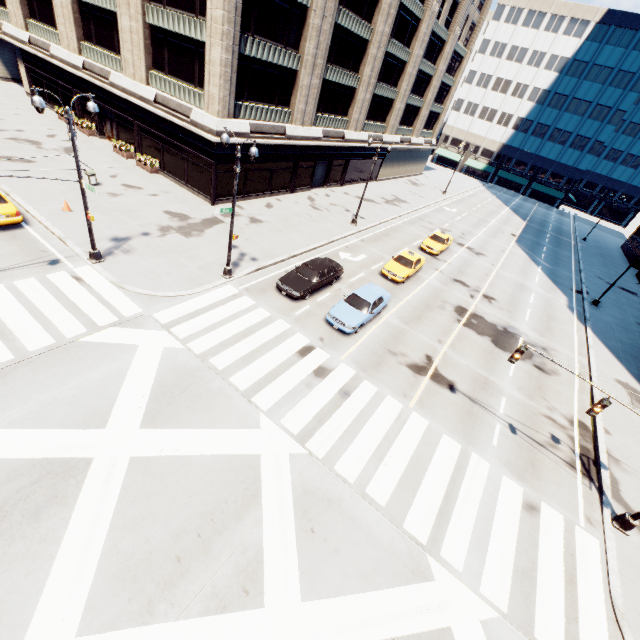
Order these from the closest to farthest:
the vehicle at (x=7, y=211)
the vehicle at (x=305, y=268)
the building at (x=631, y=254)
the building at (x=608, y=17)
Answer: the vehicle at (x=7, y=211) < the vehicle at (x=305, y=268) < the building at (x=631, y=254) < the building at (x=608, y=17)

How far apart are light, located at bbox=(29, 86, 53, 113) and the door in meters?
20.0

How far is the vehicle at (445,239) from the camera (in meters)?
29.56

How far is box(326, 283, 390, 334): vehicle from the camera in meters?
17.1

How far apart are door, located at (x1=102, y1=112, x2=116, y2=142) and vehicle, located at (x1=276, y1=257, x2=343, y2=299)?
24.5m

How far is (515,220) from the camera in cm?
5203

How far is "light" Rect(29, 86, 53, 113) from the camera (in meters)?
11.84

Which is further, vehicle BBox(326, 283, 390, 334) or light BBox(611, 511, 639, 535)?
vehicle BBox(326, 283, 390, 334)
